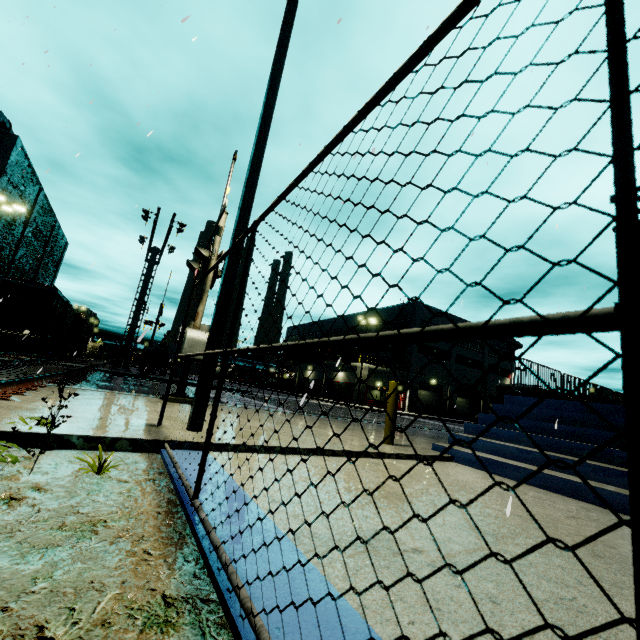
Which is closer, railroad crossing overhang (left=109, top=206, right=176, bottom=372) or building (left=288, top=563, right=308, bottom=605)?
building (left=288, top=563, right=308, bottom=605)

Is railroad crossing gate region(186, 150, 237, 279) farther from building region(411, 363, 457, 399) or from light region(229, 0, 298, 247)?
light region(229, 0, 298, 247)

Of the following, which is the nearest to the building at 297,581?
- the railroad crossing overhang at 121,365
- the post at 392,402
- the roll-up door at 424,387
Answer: the roll-up door at 424,387

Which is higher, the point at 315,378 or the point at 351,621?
the point at 315,378

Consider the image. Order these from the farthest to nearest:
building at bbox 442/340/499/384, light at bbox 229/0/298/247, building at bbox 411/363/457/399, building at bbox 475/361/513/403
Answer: building at bbox 475/361/513/403 → building at bbox 442/340/499/384 → building at bbox 411/363/457/399 → light at bbox 229/0/298/247

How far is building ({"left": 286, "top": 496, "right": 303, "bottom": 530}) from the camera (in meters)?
2.11

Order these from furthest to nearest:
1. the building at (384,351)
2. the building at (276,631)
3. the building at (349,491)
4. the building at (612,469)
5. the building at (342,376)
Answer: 1. the building at (384,351)
2. the building at (342,376)
3. the building at (612,469)
4. the building at (349,491)
5. the building at (276,631)
